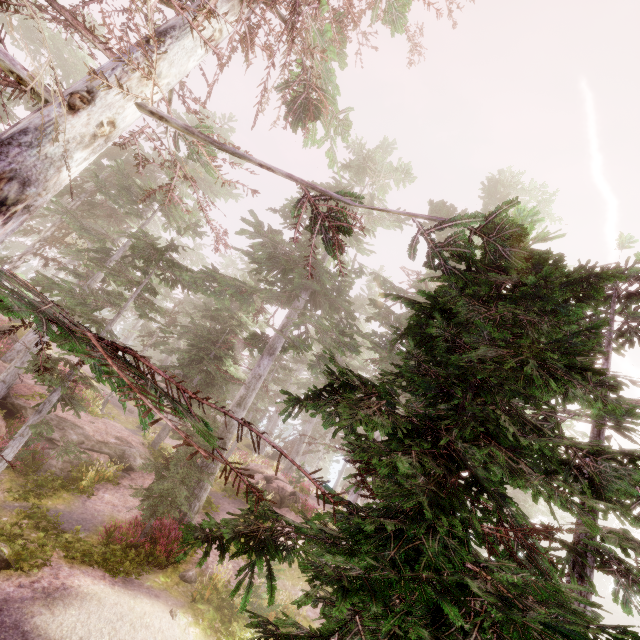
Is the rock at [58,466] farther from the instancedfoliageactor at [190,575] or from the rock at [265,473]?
the rock at [265,473]

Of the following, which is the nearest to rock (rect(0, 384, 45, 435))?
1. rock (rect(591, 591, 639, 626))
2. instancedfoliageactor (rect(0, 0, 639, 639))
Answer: instancedfoliageactor (rect(0, 0, 639, 639))

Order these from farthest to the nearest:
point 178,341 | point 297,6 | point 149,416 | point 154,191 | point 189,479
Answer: point 178,341
point 189,479
point 154,191
point 149,416
point 297,6

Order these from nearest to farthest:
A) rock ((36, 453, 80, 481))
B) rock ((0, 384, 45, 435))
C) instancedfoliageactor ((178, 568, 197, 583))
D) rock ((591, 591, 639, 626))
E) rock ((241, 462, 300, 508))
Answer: instancedfoliageactor ((178, 568, 197, 583)) < rock ((36, 453, 80, 481)) < rock ((0, 384, 45, 435)) < rock ((241, 462, 300, 508)) < rock ((591, 591, 639, 626))

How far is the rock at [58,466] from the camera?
13.4m

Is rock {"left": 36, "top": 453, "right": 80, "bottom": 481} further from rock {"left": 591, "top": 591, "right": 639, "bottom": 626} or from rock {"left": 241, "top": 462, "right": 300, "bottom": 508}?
rock {"left": 591, "top": 591, "right": 639, "bottom": 626}

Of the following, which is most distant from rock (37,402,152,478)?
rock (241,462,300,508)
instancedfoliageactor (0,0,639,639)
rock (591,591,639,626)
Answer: rock (591,591,639,626)
